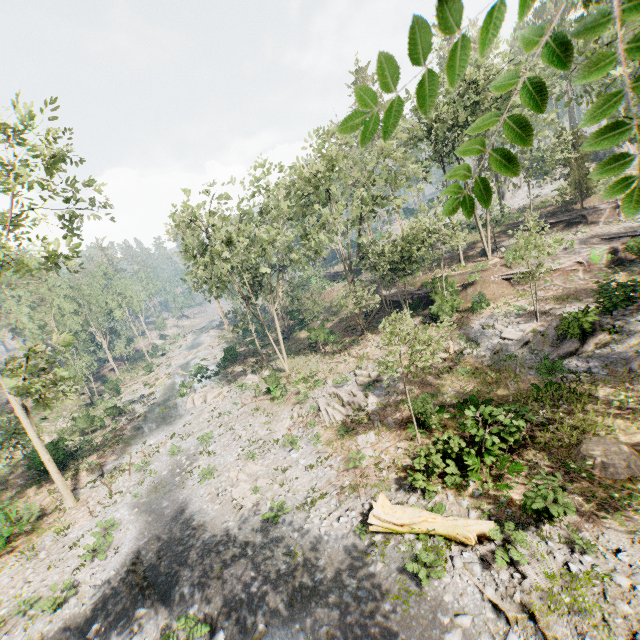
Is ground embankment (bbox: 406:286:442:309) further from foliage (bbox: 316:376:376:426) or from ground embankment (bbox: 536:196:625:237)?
ground embankment (bbox: 536:196:625:237)

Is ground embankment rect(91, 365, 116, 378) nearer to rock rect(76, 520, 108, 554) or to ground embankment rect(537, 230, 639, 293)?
rock rect(76, 520, 108, 554)

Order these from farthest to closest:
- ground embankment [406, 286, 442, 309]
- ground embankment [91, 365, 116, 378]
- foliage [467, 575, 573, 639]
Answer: ground embankment [91, 365, 116, 378]
ground embankment [406, 286, 442, 309]
foliage [467, 575, 573, 639]

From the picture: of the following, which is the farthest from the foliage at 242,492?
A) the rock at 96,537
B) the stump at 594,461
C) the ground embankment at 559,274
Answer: the rock at 96,537

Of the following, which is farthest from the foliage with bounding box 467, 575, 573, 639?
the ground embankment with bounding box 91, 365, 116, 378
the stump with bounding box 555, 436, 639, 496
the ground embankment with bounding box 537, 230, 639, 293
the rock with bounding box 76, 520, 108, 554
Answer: the rock with bounding box 76, 520, 108, 554

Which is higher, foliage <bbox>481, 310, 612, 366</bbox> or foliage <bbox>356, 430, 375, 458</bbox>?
foliage <bbox>481, 310, 612, 366</bbox>

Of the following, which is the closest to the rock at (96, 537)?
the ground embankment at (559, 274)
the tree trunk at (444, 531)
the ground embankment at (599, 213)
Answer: the tree trunk at (444, 531)

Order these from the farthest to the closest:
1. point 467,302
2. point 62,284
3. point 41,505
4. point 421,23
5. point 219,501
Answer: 1. point 62,284
2. point 467,302
3. point 41,505
4. point 219,501
5. point 421,23
